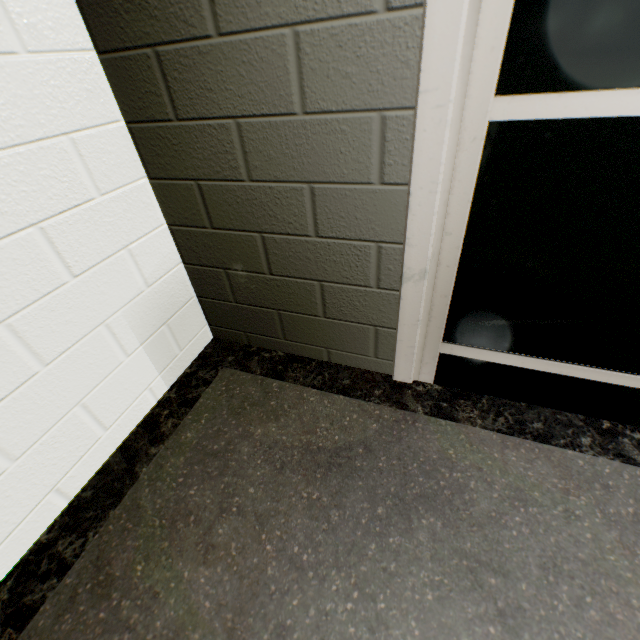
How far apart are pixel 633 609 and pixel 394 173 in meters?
1.2 m
